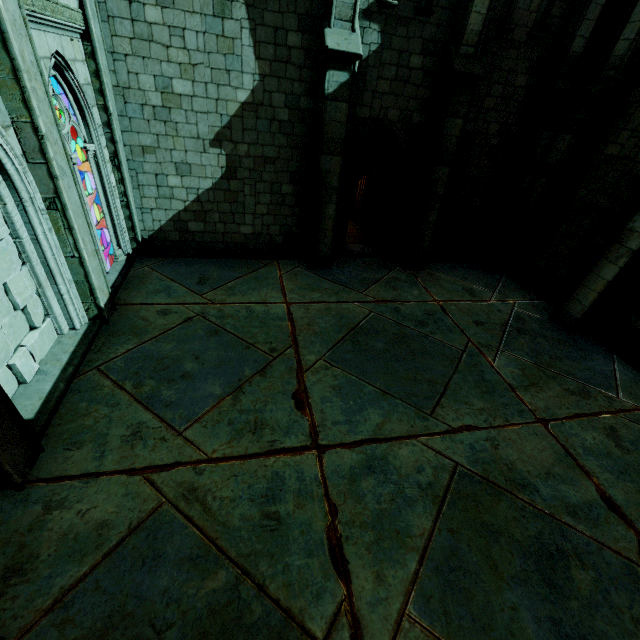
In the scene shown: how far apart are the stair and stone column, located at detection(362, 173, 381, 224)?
10.2 meters

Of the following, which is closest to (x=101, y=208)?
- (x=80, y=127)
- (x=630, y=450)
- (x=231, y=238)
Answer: (x=80, y=127)

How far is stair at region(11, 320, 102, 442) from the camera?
4.7 meters

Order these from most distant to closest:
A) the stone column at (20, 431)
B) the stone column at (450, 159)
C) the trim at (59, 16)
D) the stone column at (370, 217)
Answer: the stone column at (370, 217)
the stone column at (450, 159)
the trim at (59, 16)
the stone column at (20, 431)

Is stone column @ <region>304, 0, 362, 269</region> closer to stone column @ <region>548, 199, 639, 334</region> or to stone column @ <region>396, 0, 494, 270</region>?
stone column @ <region>396, 0, 494, 270</region>

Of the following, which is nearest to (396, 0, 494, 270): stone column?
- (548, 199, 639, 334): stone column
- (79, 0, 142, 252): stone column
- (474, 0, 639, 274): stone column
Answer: (474, 0, 639, 274): stone column

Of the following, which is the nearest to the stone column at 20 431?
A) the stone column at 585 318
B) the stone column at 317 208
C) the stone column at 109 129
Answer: the stone column at 109 129

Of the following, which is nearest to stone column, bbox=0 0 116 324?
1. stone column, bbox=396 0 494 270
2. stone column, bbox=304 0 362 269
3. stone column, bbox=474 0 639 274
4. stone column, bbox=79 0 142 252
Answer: stone column, bbox=79 0 142 252
